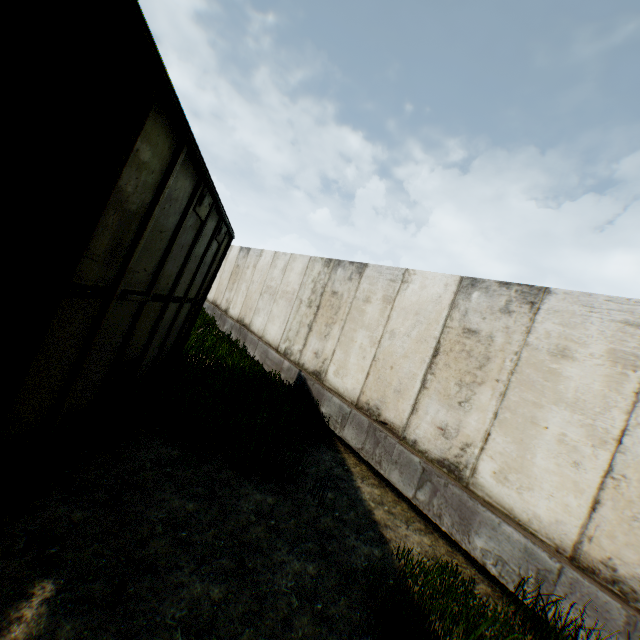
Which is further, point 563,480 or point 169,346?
point 169,346
